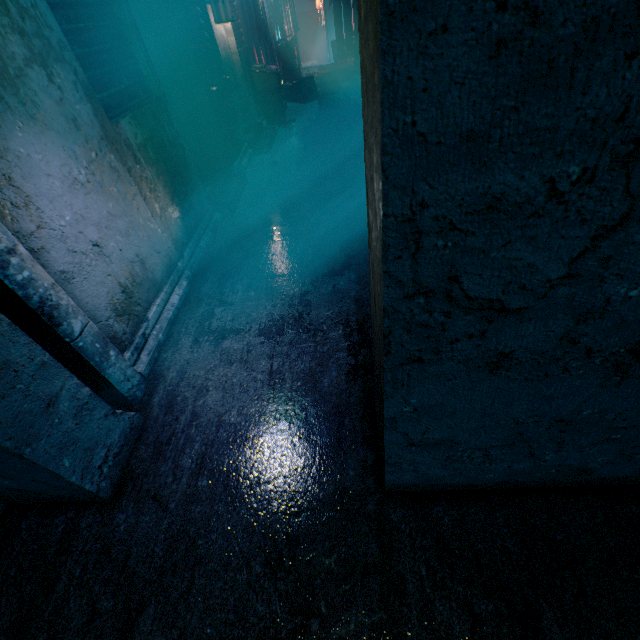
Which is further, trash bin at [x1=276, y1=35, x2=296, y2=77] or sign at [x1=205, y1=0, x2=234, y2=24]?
trash bin at [x1=276, y1=35, x2=296, y2=77]

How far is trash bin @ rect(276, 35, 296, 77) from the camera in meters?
9.7

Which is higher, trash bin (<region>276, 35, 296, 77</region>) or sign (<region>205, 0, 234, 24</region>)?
sign (<region>205, 0, 234, 24</region>)

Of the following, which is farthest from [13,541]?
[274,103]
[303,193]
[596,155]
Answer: [274,103]

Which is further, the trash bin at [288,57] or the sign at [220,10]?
the trash bin at [288,57]

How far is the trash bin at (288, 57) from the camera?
9.7 meters
